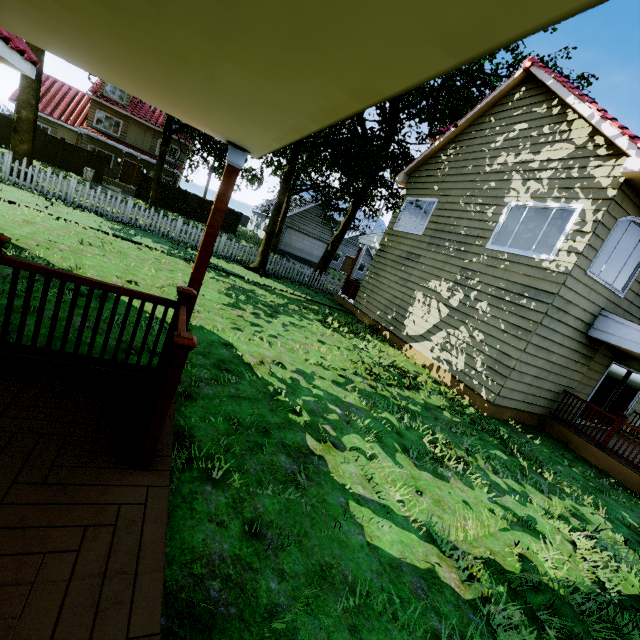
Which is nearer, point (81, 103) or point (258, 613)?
point (258, 613)

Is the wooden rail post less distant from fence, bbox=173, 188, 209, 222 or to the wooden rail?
the wooden rail

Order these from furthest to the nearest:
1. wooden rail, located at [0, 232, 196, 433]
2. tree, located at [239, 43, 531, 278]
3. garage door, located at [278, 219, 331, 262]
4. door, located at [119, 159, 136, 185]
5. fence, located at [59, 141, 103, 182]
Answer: garage door, located at [278, 219, 331, 262], door, located at [119, 159, 136, 185], fence, located at [59, 141, 103, 182], tree, located at [239, 43, 531, 278], wooden rail, located at [0, 232, 196, 433]

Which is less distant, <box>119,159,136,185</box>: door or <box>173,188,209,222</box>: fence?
<box>173,188,209,222</box>: fence

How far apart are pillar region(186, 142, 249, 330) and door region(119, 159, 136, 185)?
33.87m

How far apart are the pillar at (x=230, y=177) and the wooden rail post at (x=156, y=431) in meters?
1.5 m

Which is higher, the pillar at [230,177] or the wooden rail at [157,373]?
the pillar at [230,177]

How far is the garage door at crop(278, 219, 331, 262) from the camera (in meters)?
32.44
